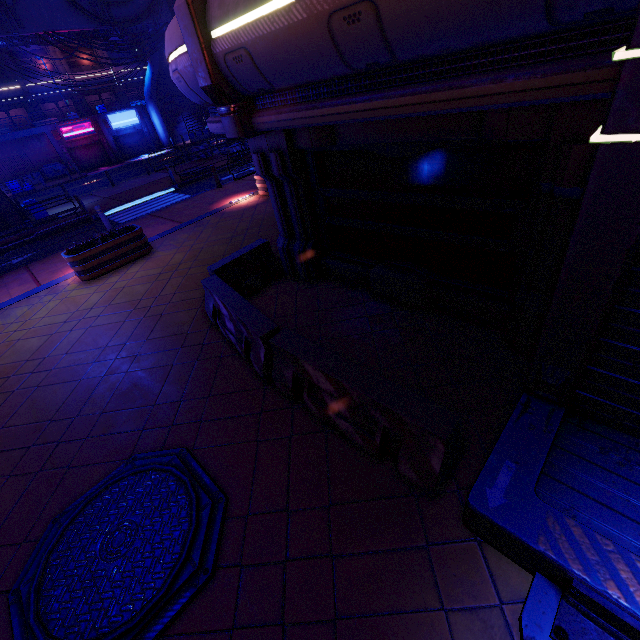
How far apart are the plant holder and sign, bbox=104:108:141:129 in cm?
3707

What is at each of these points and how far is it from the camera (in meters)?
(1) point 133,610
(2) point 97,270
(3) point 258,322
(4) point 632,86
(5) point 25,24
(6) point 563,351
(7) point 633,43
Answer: (1) manhole, 2.86
(2) plant holder, 9.46
(3) fence, 4.68
(4) tunnel, 1.82
(5) walkway, 17.56
(6) tunnel, 2.95
(7) tunnel, 1.74

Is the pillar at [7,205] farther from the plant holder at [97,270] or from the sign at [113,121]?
the sign at [113,121]

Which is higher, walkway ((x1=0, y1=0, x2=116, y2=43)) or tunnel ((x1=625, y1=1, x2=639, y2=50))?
walkway ((x1=0, y1=0, x2=116, y2=43))

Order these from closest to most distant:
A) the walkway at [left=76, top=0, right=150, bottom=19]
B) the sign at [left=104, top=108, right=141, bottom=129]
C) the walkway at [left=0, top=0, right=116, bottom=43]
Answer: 1. the walkway at [left=0, top=0, right=116, bottom=43]
2. the walkway at [left=76, top=0, right=150, bottom=19]
3. the sign at [left=104, top=108, right=141, bottom=129]

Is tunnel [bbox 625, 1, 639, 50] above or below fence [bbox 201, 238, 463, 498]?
above

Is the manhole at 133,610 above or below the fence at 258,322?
below

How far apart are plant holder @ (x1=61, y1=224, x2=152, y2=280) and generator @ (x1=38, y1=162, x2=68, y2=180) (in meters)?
33.99
